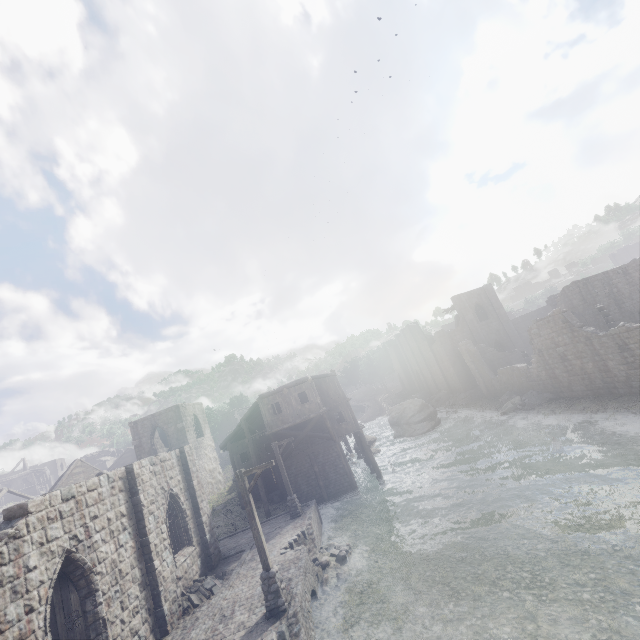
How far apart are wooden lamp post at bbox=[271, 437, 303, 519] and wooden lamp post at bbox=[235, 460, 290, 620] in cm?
894

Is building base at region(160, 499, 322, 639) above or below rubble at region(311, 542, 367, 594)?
above

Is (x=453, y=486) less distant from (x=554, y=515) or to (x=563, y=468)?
(x=563, y=468)

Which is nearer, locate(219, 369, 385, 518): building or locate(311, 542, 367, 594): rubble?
locate(311, 542, 367, 594): rubble

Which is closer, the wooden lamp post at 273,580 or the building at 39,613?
the building at 39,613

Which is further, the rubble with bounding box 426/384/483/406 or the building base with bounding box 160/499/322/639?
the rubble with bounding box 426/384/483/406

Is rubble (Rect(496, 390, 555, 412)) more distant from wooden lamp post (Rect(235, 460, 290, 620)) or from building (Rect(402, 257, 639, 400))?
wooden lamp post (Rect(235, 460, 290, 620))

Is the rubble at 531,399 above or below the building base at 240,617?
below
